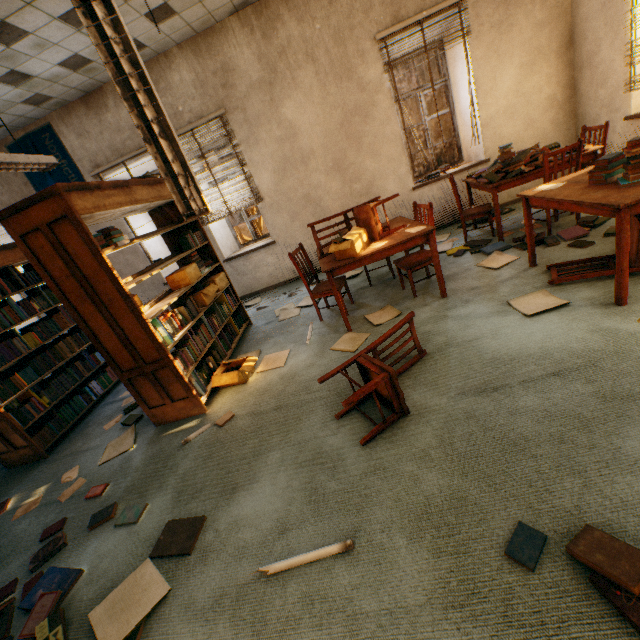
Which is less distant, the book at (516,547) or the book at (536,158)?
the book at (516,547)

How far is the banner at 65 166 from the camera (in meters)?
5.35

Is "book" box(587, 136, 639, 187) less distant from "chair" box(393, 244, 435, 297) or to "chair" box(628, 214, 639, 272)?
"chair" box(628, 214, 639, 272)

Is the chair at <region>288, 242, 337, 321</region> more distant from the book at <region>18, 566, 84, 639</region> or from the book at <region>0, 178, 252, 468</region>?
the book at <region>18, 566, 84, 639</region>

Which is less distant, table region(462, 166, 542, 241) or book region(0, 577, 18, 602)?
book region(0, 577, 18, 602)

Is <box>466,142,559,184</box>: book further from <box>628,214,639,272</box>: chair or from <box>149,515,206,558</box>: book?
<box>149,515,206,558</box>: book

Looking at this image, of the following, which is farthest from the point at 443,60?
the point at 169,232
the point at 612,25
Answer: the point at 169,232

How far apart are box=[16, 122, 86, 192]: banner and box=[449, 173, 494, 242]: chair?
5.8m
